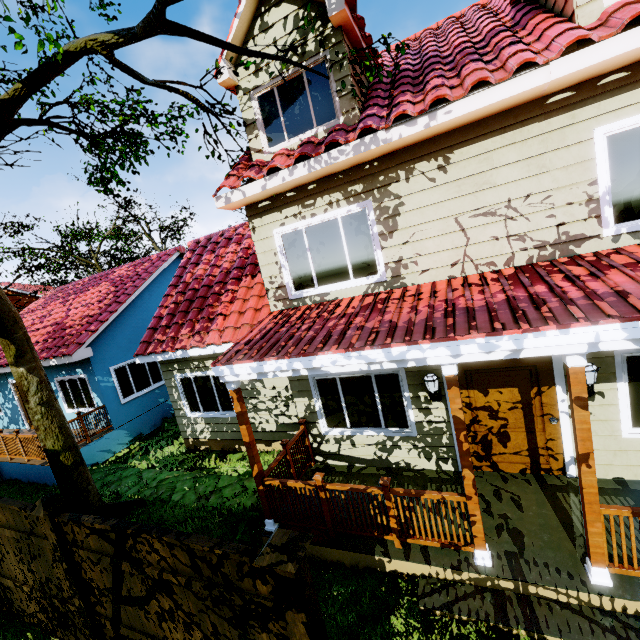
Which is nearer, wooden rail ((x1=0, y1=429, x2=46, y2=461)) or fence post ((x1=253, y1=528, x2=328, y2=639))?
fence post ((x1=253, y1=528, x2=328, y2=639))

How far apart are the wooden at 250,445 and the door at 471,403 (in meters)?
3.51

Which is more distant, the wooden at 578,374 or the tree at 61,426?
the tree at 61,426

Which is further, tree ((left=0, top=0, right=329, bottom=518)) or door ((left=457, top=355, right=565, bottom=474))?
door ((left=457, top=355, right=565, bottom=474))

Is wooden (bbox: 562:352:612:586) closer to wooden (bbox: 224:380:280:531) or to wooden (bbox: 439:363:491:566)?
wooden (bbox: 439:363:491:566)

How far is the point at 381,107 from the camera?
5.2 meters

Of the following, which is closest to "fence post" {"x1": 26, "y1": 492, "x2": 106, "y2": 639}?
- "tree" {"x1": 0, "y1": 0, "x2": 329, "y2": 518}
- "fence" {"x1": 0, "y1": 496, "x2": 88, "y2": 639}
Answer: "fence" {"x1": 0, "y1": 496, "x2": 88, "y2": 639}

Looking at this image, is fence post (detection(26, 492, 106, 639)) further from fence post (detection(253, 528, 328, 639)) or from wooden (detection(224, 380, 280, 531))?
fence post (detection(253, 528, 328, 639))
